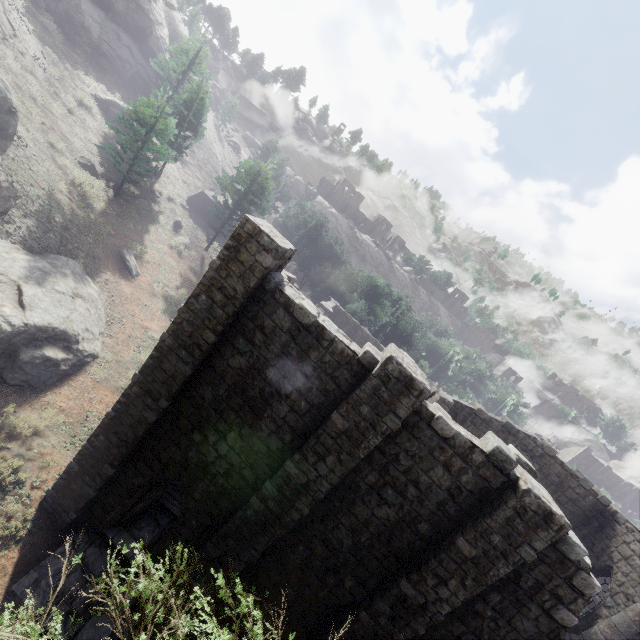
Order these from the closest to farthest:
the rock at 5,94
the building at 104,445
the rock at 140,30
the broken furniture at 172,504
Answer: the building at 104,445, the broken furniture at 172,504, the rock at 5,94, the rock at 140,30

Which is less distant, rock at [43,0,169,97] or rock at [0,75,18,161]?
rock at [0,75,18,161]

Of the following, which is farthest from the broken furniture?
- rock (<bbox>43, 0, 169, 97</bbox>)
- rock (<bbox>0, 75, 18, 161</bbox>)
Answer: rock (<bbox>43, 0, 169, 97</bbox>)

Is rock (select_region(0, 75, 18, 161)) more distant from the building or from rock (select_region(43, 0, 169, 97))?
the building

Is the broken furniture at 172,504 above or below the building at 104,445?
below

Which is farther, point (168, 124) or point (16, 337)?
point (168, 124)

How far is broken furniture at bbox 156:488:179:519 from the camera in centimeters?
1328cm

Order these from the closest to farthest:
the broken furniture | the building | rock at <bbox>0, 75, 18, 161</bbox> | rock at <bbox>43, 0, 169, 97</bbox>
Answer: the building < the broken furniture < rock at <bbox>0, 75, 18, 161</bbox> < rock at <bbox>43, 0, 169, 97</bbox>
